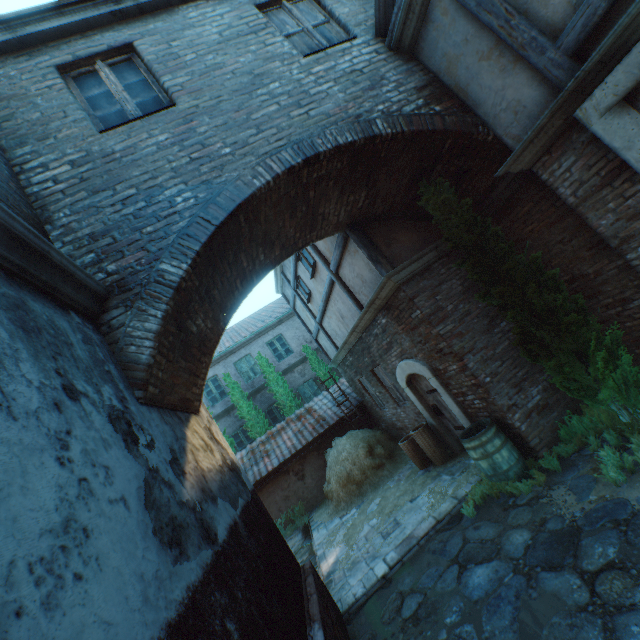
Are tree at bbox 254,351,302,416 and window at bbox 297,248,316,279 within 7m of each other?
no

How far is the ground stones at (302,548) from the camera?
7.9 meters

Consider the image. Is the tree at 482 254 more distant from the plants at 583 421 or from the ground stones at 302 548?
the ground stones at 302 548

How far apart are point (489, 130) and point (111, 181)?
4.98m

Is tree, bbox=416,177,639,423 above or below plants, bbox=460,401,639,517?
above

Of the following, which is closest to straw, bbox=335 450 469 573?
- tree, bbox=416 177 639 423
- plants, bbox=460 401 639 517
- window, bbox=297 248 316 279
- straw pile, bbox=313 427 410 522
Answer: straw pile, bbox=313 427 410 522

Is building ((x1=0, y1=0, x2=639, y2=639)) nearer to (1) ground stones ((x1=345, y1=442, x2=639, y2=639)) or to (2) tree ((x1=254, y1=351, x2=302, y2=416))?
(1) ground stones ((x1=345, y1=442, x2=639, y2=639))

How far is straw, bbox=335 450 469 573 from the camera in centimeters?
695cm
